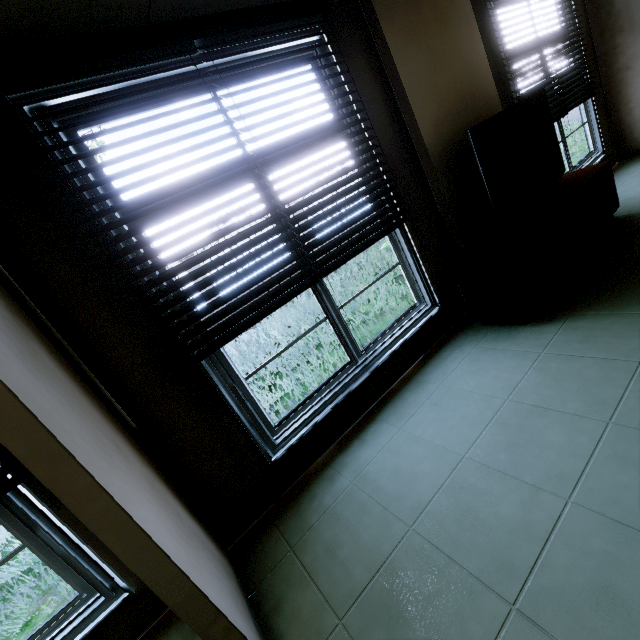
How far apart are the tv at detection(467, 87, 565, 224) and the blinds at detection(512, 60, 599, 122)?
0.5m

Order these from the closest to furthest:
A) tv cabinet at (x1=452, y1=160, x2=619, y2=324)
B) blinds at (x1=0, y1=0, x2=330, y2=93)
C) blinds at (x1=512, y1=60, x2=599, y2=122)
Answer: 1. blinds at (x1=0, y1=0, x2=330, y2=93)
2. tv cabinet at (x1=452, y1=160, x2=619, y2=324)
3. blinds at (x1=512, y1=60, x2=599, y2=122)

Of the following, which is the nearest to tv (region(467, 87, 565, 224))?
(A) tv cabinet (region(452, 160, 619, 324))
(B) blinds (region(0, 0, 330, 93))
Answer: (A) tv cabinet (region(452, 160, 619, 324))

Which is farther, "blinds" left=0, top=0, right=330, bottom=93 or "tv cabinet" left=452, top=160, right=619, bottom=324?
"tv cabinet" left=452, top=160, right=619, bottom=324

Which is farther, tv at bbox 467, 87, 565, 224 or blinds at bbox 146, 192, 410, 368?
tv at bbox 467, 87, 565, 224

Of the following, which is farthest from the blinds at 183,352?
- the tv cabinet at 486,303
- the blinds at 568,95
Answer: the blinds at 568,95

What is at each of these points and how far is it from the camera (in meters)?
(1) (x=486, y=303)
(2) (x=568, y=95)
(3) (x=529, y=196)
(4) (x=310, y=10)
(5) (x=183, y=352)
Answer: (1) tv cabinet, 2.67
(2) blinds, 4.16
(3) tv, 2.92
(4) blinds, 2.20
(5) blinds, 1.85

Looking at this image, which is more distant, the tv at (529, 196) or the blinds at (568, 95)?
the blinds at (568, 95)
